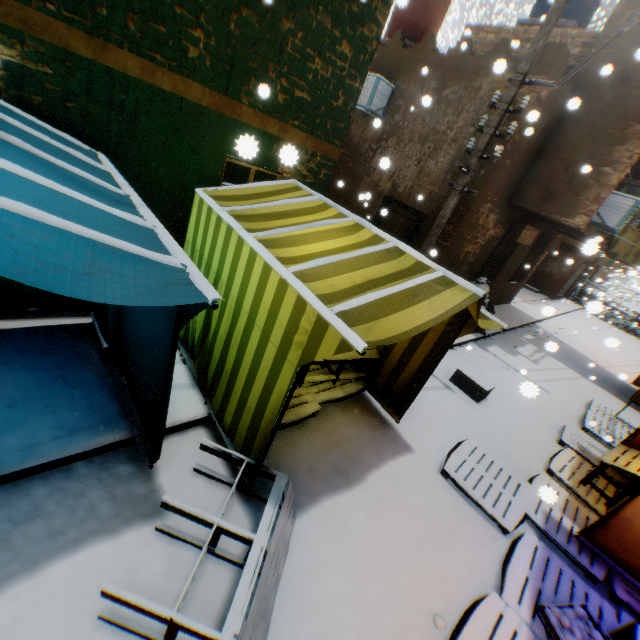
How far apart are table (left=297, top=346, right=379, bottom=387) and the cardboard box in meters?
2.2 m

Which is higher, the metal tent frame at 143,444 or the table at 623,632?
the table at 623,632

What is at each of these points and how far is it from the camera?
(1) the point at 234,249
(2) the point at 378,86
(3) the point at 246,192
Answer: (1) tent, 3.2 meters
(2) air conditioner, 8.7 meters
(3) tent, 4.1 meters

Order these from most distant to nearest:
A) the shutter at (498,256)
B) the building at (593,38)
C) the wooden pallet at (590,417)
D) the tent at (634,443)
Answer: the shutter at (498,256) → the wooden pallet at (590,417) → the building at (593,38) → the tent at (634,443)

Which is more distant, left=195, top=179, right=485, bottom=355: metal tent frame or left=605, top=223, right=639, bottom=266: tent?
left=605, top=223, right=639, bottom=266: tent

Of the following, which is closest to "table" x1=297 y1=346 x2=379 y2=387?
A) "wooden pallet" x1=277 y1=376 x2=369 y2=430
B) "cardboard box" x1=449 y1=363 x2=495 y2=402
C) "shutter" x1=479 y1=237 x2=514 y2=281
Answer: "wooden pallet" x1=277 y1=376 x2=369 y2=430

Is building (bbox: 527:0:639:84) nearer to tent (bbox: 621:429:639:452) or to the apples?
tent (bbox: 621:429:639:452)

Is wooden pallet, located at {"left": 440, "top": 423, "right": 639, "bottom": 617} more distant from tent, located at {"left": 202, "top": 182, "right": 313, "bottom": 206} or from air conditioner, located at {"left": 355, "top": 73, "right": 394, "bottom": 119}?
air conditioner, located at {"left": 355, "top": 73, "right": 394, "bottom": 119}
